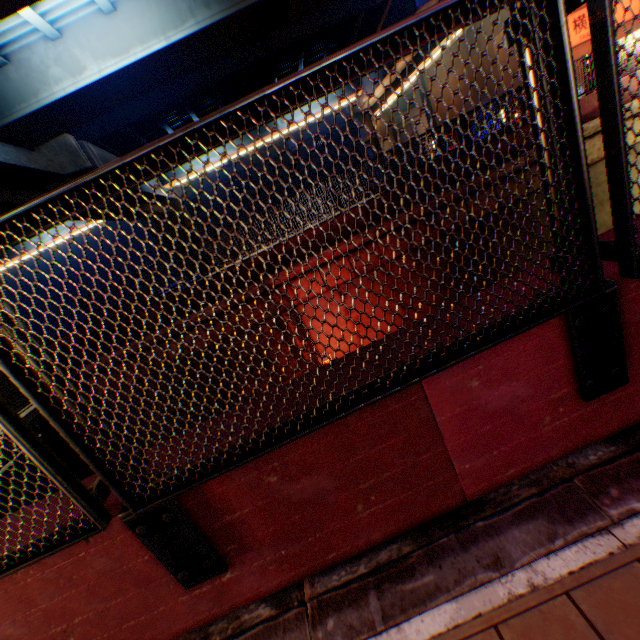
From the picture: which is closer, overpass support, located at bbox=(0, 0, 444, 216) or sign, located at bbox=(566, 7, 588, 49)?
overpass support, located at bbox=(0, 0, 444, 216)

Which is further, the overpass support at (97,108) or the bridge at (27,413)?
the bridge at (27,413)

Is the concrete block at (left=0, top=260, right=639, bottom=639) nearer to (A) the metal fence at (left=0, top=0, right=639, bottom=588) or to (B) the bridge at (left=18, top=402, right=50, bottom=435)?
(A) the metal fence at (left=0, top=0, right=639, bottom=588)

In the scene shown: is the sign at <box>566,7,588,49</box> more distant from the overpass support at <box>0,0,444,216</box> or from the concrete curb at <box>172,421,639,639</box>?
the concrete curb at <box>172,421,639,639</box>

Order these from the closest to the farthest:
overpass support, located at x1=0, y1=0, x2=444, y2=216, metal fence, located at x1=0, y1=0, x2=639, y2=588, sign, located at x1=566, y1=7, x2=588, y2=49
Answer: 1. metal fence, located at x1=0, y1=0, x2=639, y2=588
2. overpass support, located at x1=0, y1=0, x2=444, y2=216
3. sign, located at x1=566, y1=7, x2=588, y2=49

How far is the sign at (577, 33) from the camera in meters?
17.7 m

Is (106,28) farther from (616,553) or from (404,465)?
(616,553)

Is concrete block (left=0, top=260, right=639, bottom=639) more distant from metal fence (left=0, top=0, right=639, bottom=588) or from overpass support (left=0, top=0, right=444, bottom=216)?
overpass support (left=0, top=0, right=444, bottom=216)
